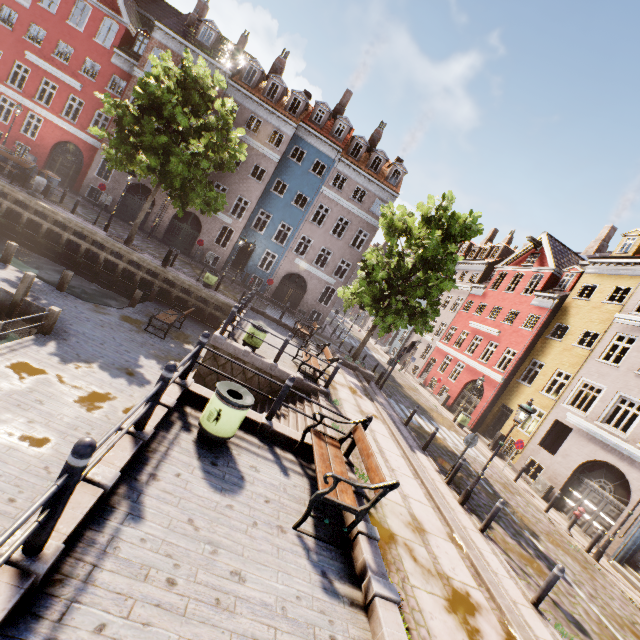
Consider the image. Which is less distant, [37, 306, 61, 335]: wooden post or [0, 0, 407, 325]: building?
[37, 306, 61, 335]: wooden post

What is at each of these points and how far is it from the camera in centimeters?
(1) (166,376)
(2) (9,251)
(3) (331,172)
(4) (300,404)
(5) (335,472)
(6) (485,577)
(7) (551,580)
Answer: (1) bollard, 452cm
(2) wooden post, 1198cm
(3) building, 2678cm
(4) stairs, 1042cm
(5) bench, 571cm
(6) stairs, 612cm
(7) bollard, 711cm

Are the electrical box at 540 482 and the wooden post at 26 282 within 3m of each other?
no

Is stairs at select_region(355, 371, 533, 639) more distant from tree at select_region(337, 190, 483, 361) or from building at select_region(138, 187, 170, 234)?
building at select_region(138, 187, 170, 234)

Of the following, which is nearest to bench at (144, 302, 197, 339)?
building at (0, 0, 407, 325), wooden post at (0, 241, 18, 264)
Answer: wooden post at (0, 241, 18, 264)

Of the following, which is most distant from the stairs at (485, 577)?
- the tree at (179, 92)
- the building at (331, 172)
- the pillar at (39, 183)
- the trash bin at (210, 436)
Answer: the pillar at (39, 183)

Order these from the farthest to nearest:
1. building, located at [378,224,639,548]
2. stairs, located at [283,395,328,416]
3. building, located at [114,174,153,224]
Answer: building, located at [114,174,153,224] → building, located at [378,224,639,548] → stairs, located at [283,395,328,416]

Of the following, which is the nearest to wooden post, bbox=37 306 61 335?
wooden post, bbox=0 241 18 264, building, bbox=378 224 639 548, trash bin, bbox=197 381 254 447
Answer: wooden post, bbox=0 241 18 264
